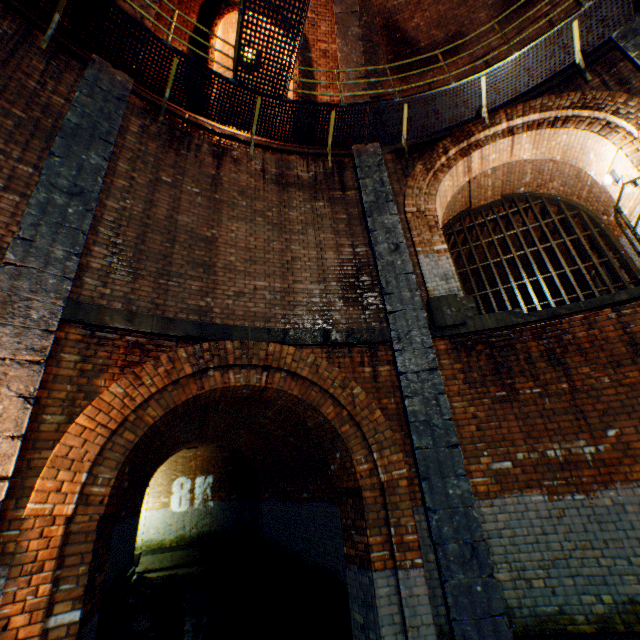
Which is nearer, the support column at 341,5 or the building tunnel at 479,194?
the building tunnel at 479,194

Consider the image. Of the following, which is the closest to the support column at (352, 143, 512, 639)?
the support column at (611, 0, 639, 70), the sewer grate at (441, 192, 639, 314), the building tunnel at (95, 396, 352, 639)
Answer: the building tunnel at (95, 396, 352, 639)

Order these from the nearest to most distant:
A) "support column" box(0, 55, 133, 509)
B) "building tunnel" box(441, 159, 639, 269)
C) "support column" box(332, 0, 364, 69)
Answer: "support column" box(0, 55, 133, 509)
"building tunnel" box(441, 159, 639, 269)
"support column" box(332, 0, 364, 69)

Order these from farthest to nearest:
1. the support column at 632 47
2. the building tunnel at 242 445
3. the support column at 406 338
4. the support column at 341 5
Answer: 1. the support column at 341 5
2. the building tunnel at 242 445
3. the support column at 632 47
4. the support column at 406 338

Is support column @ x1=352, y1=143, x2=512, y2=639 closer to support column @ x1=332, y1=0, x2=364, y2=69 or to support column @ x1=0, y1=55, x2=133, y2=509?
support column @ x1=332, y1=0, x2=364, y2=69

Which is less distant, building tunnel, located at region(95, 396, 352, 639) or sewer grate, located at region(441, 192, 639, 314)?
building tunnel, located at region(95, 396, 352, 639)

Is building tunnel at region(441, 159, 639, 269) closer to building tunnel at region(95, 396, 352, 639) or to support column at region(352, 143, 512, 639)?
support column at region(352, 143, 512, 639)

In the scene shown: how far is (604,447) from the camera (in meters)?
4.48
